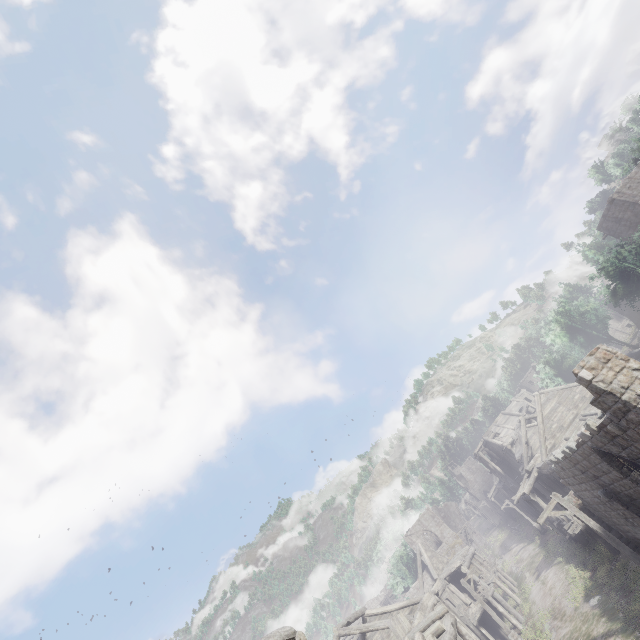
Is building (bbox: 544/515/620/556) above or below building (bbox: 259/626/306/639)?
below

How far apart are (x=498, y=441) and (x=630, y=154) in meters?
35.3 m

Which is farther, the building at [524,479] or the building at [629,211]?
the building at [629,211]

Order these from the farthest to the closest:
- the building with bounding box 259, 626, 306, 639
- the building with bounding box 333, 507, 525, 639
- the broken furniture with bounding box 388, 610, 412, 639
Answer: the broken furniture with bounding box 388, 610, 412, 639
the building with bounding box 333, 507, 525, 639
the building with bounding box 259, 626, 306, 639

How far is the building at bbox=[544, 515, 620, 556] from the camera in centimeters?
1919cm

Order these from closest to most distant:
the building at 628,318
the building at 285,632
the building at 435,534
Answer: the building at 285,632, the building at 435,534, the building at 628,318
